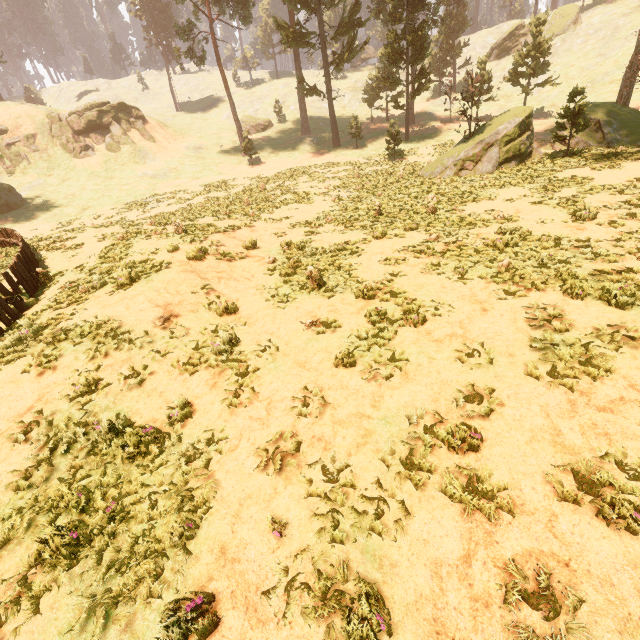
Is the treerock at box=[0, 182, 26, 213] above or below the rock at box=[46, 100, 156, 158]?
below

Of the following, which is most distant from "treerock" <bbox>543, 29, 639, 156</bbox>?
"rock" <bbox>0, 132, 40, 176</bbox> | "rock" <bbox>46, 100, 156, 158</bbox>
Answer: "rock" <bbox>46, 100, 156, 158</bbox>

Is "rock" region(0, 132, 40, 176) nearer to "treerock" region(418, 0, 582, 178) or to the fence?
"treerock" region(418, 0, 582, 178)

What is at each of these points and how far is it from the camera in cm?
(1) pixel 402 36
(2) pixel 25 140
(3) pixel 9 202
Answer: (1) treerock, 3266
(2) rock, 4166
(3) treerock, 3344

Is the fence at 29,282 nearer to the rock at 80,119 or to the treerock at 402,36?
the treerock at 402,36

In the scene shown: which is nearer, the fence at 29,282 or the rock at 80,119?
the fence at 29,282

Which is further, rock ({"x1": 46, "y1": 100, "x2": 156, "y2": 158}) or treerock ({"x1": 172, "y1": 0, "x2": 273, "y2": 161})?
rock ({"x1": 46, "y1": 100, "x2": 156, "y2": 158})

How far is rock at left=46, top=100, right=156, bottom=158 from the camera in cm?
4284
